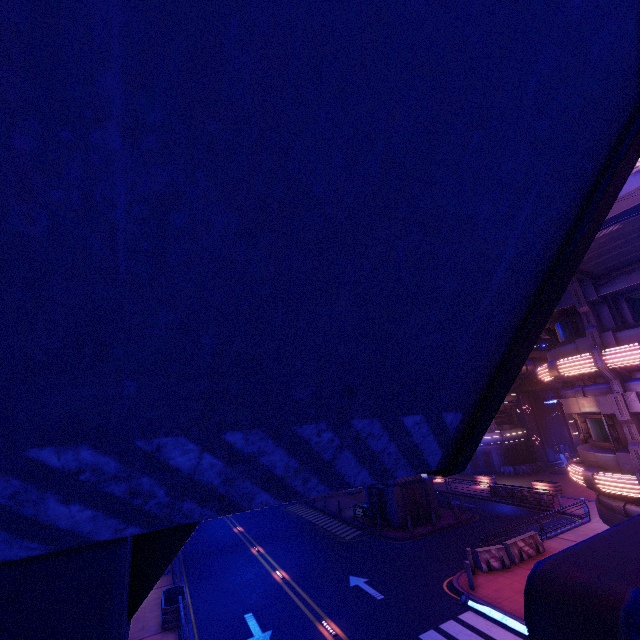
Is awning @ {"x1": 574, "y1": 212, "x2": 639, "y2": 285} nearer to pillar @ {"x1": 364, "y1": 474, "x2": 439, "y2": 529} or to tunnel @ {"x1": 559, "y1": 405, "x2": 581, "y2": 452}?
pillar @ {"x1": 364, "y1": 474, "x2": 439, "y2": 529}

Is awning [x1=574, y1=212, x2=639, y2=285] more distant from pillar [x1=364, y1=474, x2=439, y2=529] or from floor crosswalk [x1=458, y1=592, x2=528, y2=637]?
pillar [x1=364, y1=474, x2=439, y2=529]

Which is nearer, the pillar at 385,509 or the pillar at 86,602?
the pillar at 86,602

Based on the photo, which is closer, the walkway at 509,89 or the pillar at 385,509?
the walkway at 509,89

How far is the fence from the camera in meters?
15.9 m

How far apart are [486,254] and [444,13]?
1.2 meters

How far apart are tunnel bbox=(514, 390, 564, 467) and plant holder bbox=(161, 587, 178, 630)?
41.06m

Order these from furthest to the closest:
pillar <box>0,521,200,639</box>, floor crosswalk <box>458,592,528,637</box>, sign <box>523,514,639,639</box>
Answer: floor crosswalk <box>458,592,528,637</box>, pillar <box>0,521,200,639</box>, sign <box>523,514,639,639</box>
